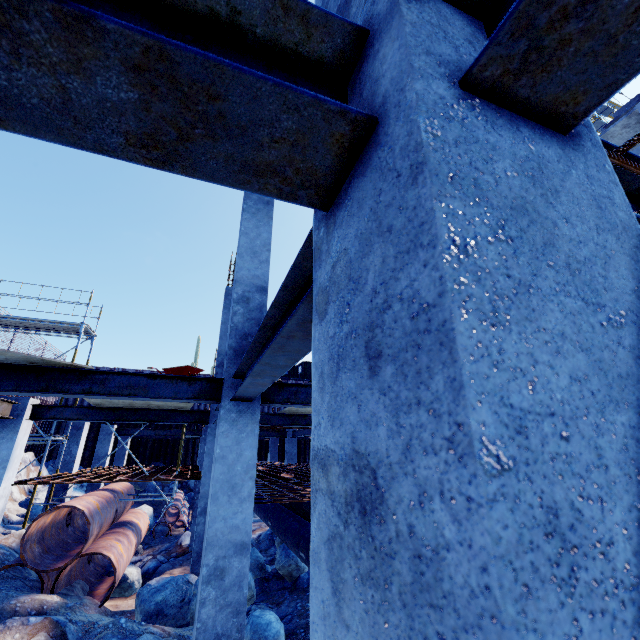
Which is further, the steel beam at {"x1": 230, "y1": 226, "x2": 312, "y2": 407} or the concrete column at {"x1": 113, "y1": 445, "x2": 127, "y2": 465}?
the concrete column at {"x1": 113, "y1": 445, "x2": 127, "y2": 465}

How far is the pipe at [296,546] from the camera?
6.55m

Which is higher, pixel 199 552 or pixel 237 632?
pixel 237 632

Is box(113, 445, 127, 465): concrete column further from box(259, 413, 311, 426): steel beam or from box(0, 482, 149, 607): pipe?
box(259, 413, 311, 426): steel beam

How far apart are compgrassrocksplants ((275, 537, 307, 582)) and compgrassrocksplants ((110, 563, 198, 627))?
1.8 meters

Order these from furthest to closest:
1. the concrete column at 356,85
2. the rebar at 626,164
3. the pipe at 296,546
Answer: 1. the pipe at 296,546
2. the rebar at 626,164
3. the concrete column at 356,85

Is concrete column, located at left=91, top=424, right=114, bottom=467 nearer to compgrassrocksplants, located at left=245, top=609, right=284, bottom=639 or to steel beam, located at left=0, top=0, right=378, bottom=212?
compgrassrocksplants, located at left=245, top=609, right=284, bottom=639

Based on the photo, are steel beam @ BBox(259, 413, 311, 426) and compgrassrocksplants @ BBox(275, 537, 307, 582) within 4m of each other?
yes
